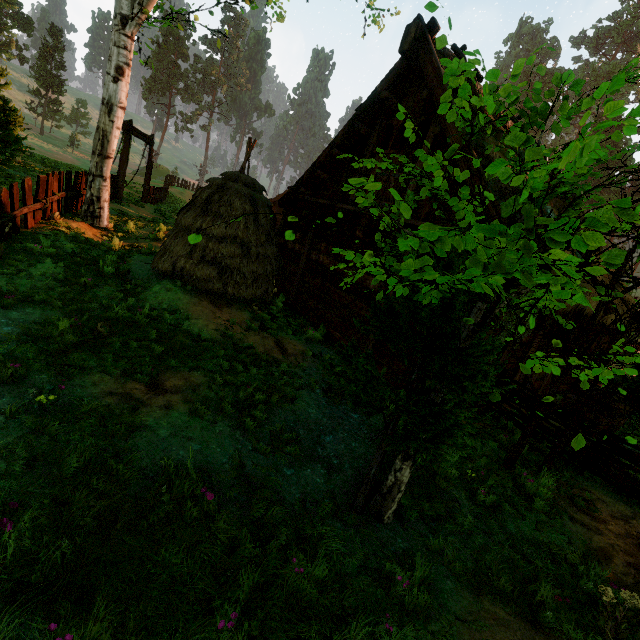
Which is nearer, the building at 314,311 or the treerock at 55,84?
the building at 314,311

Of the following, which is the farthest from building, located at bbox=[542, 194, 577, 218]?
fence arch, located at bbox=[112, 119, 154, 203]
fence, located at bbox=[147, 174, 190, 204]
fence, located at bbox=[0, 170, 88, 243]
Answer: fence arch, located at bbox=[112, 119, 154, 203]

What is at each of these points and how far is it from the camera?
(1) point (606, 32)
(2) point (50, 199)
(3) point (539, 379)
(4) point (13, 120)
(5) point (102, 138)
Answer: (1) treerock, 57.72m
(2) fence, 8.70m
(3) building, 9.98m
(4) treerock, 8.85m
(5) treerock, 9.58m

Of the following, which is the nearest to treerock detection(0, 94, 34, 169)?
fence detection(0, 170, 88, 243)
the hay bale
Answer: fence detection(0, 170, 88, 243)

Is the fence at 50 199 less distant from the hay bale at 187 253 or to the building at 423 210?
the hay bale at 187 253

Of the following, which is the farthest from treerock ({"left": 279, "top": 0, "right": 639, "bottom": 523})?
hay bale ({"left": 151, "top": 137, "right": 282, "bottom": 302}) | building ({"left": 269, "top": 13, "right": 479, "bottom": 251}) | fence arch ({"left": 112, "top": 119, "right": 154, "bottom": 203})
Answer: fence arch ({"left": 112, "top": 119, "right": 154, "bottom": 203})

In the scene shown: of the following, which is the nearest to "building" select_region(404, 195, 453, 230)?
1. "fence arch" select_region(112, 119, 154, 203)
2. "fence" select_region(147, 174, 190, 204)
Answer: "fence" select_region(147, 174, 190, 204)
